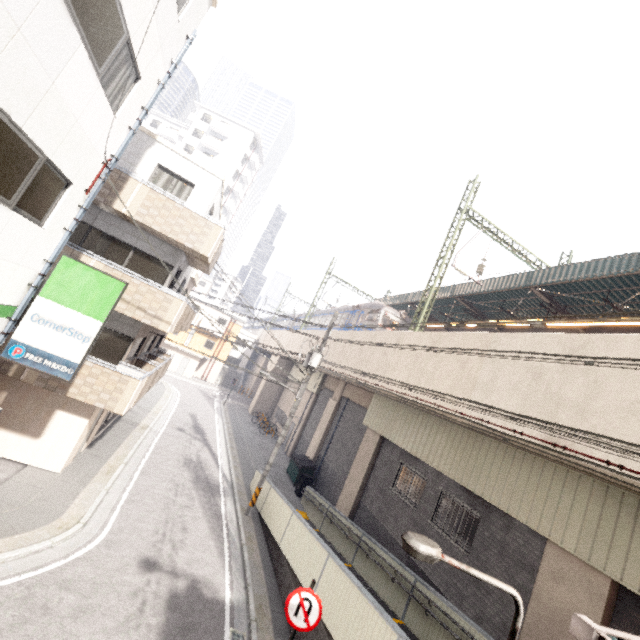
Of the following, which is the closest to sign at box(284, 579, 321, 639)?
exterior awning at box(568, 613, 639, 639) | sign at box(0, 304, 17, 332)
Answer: exterior awning at box(568, 613, 639, 639)

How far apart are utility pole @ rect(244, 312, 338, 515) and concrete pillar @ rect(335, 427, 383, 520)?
4.2 meters

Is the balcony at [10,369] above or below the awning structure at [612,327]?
below

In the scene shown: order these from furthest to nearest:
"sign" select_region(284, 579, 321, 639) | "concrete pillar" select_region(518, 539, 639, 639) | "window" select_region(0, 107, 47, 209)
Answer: "concrete pillar" select_region(518, 539, 639, 639), "sign" select_region(284, 579, 321, 639), "window" select_region(0, 107, 47, 209)

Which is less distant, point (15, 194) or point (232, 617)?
point (15, 194)

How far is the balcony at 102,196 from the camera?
10.5m

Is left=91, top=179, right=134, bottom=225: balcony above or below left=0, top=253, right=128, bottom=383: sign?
above

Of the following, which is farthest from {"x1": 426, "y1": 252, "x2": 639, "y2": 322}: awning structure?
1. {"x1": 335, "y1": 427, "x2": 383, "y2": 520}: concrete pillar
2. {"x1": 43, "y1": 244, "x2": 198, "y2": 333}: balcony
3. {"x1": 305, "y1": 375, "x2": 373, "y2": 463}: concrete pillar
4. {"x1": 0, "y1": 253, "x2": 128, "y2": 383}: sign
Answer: {"x1": 0, "y1": 253, "x2": 128, "y2": 383}: sign
